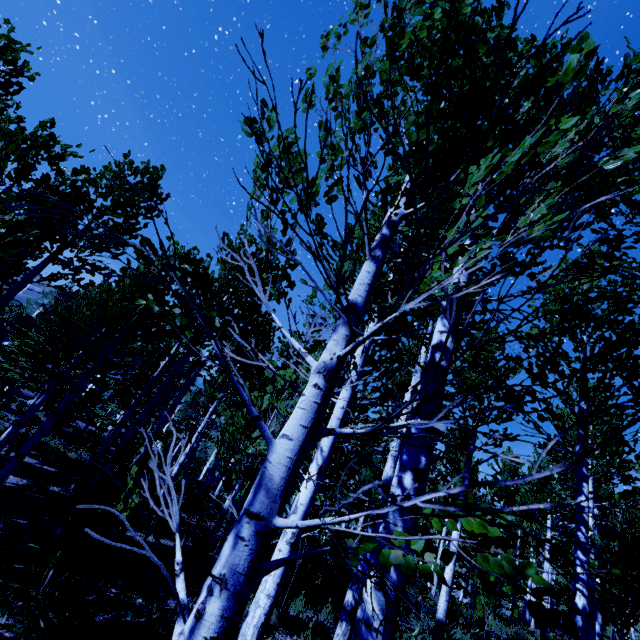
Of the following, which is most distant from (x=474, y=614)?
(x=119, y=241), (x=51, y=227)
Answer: (x=51, y=227)
